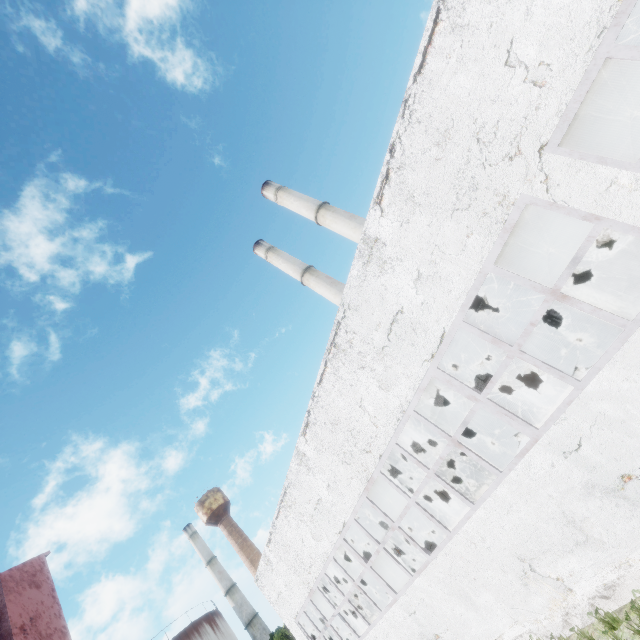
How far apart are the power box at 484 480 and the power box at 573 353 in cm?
725

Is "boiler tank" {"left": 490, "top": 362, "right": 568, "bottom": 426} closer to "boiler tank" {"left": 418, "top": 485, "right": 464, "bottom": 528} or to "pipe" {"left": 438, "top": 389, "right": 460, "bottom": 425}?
"boiler tank" {"left": 418, "top": 485, "right": 464, "bottom": 528}

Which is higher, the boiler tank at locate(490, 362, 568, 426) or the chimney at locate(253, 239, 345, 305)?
the chimney at locate(253, 239, 345, 305)

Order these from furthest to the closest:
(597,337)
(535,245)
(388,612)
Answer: (535,245), (597,337), (388,612)

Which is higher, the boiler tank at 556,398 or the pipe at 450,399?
the pipe at 450,399

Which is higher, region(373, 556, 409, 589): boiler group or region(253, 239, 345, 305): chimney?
region(253, 239, 345, 305): chimney

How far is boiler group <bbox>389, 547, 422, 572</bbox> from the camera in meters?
17.8

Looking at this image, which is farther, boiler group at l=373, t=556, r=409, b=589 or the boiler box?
boiler group at l=373, t=556, r=409, b=589
